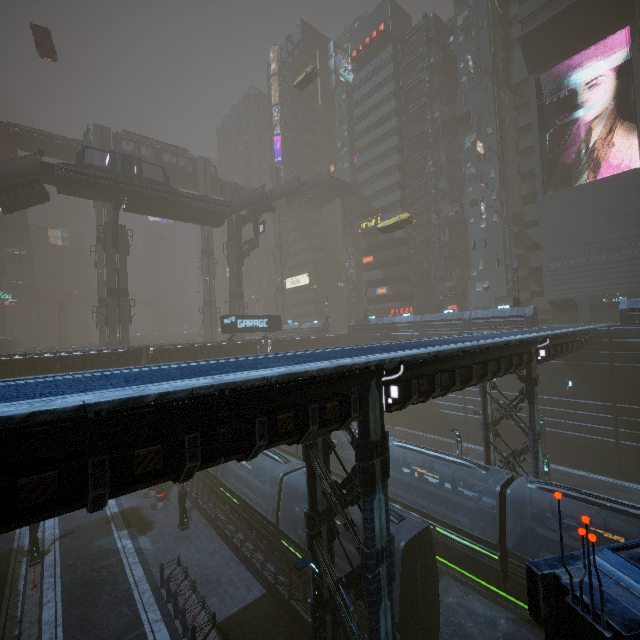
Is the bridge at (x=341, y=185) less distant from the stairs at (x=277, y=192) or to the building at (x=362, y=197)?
the stairs at (x=277, y=192)

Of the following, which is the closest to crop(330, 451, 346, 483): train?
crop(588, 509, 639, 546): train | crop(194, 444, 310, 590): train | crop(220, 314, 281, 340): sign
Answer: crop(588, 509, 639, 546): train

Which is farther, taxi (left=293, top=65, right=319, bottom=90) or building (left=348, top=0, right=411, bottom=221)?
building (left=348, top=0, right=411, bottom=221)

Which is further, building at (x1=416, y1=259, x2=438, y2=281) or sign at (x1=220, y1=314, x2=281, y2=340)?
building at (x1=416, y1=259, x2=438, y2=281)

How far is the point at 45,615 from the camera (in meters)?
15.17

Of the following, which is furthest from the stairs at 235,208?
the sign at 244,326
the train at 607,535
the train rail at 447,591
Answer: the train at 607,535

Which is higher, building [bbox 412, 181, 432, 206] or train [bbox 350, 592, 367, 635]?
building [bbox 412, 181, 432, 206]

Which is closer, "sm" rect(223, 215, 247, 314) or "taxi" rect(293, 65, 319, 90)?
"taxi" rect(293, 65, 319, 90)
